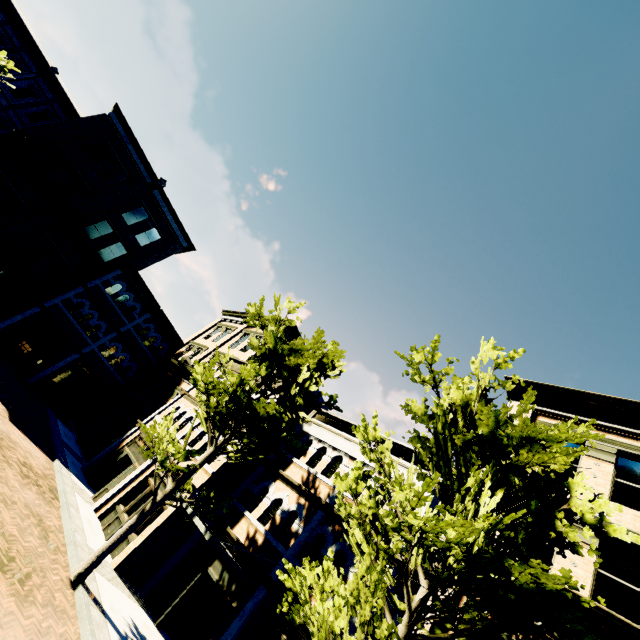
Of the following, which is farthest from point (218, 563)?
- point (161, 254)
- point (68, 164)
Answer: point (68, 164)

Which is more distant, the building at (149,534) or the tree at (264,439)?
the building at (149,534)

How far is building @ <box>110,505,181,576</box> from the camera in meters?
11.3 m

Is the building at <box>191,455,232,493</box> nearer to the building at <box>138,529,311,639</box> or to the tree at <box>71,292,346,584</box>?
the building at <box>138,529,311,639</box>

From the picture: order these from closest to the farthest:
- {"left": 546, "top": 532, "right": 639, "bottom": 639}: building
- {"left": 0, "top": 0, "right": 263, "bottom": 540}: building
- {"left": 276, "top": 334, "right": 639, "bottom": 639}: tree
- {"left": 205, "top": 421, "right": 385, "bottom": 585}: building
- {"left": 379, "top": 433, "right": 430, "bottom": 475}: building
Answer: {"left": 276, "top": 334, "right": 639, "bottom": 639}: tree, {"left": 546, "top": 532, "right": 639, "bottom": 639}: building, {"left": 205, "top": 421, "right": 385, "bottom": 585}: building, {"left": 379, "top": 433, "right": 430, "bottom": 475}: building, {"left": 0, "top": 0, "right": 263, "bottom": 540}: building

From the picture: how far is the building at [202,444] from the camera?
14.4m
